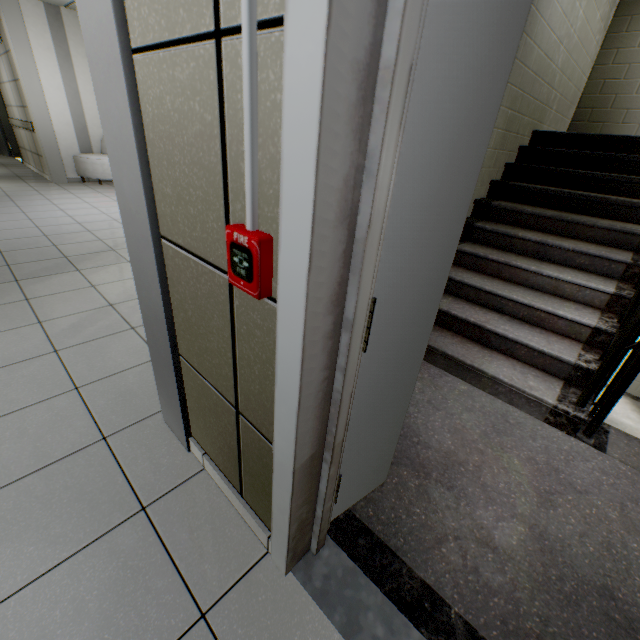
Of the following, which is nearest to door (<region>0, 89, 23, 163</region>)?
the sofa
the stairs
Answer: the sofa

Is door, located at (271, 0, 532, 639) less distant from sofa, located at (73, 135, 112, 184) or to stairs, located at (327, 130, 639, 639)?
stairs, located at (327, 130, 639, 639)

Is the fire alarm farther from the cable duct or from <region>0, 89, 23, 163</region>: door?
<region>0, 89, 23, 163</region>: door

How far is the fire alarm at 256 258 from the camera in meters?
0.7

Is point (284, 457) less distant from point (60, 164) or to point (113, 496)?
point (113, 496)

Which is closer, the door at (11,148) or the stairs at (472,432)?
the stairs at (472,432)

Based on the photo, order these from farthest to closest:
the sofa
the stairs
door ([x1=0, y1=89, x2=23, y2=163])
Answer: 1. door ([x1=0, y1=89, x2=23, y2=163])
2. the sofa
3. the stairs

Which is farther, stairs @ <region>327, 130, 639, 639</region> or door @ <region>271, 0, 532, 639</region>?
stairs @ <region>327, 130, 639, 639</region>
